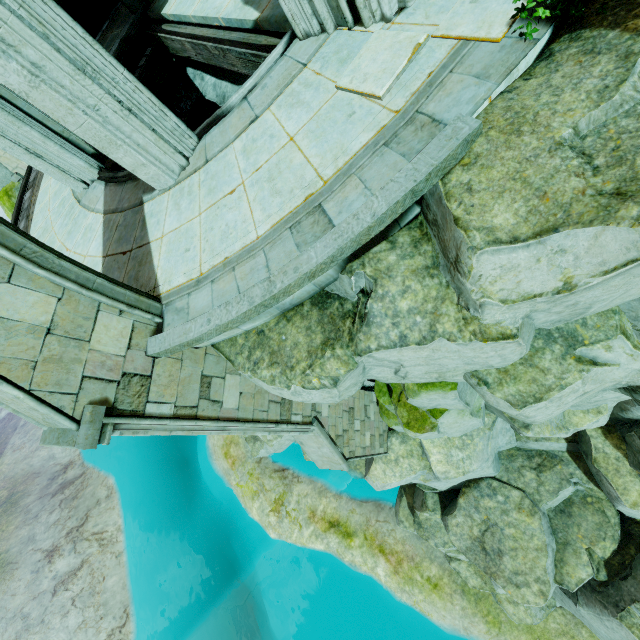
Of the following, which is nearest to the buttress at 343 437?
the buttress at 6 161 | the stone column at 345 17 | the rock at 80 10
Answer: the stone column at 345 17

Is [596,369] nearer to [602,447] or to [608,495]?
[602,447]

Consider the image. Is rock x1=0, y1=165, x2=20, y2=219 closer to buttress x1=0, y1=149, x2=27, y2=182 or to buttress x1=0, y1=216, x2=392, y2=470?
buttress x1=0, y1=149, x2=27, y2=182

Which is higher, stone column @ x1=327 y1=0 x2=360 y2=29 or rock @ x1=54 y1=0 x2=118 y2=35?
rock @ x1=54 y1=0 x2=118 y2=35

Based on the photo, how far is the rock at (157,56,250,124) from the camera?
9.35m

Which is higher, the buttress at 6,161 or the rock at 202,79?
the buttress at 6,161

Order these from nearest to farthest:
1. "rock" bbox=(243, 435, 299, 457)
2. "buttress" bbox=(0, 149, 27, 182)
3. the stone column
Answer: Result:
1. the stone column
2. "buttress" bbox=(0, 149, 27, 182)
3. "rock" bbox=(243, 435, 299, 457)
